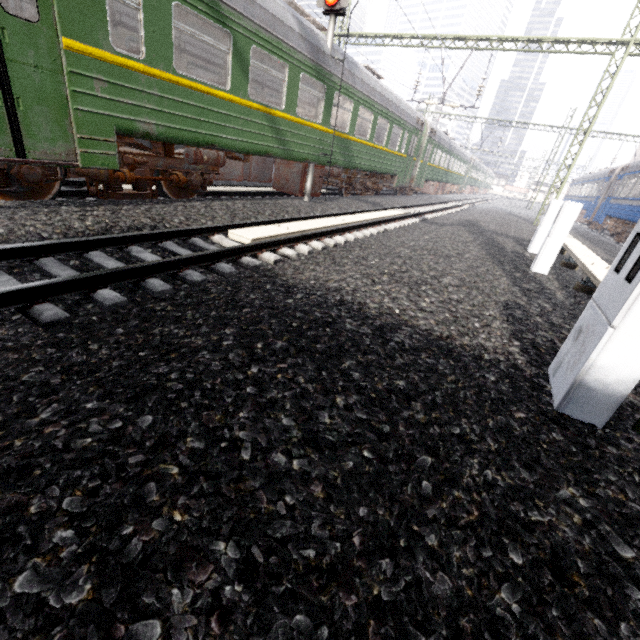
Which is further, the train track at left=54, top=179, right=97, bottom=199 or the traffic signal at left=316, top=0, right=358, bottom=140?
the traffic signal at left=316, top=0, right=358, bottom=140

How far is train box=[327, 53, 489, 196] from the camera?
10.9 meters

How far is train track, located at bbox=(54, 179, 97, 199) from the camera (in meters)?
5.96

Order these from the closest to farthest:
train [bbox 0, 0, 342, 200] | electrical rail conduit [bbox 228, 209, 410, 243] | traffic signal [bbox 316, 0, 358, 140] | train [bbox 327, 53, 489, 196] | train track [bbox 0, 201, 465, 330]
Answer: train track [bbox 0, 201, 465, 330], train [bbox 0, 0, 342, 200], electrical rail conduit [bbox 228, 209, 410, 243], traffic signal [bbox 316, 0, 358, 140], train [bbox 327, 53, 489, 196]

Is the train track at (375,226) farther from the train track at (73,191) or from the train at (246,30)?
the train track at (73,191)

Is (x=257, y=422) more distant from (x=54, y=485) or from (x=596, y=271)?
(x=596, y=271)

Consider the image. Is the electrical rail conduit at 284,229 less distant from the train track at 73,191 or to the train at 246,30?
the train at 246,30

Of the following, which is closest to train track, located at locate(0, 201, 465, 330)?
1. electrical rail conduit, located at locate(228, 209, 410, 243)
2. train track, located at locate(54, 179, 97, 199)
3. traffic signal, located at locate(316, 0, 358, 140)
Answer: electrical rail conduit, located at locate(228, 209, 410, 243)
